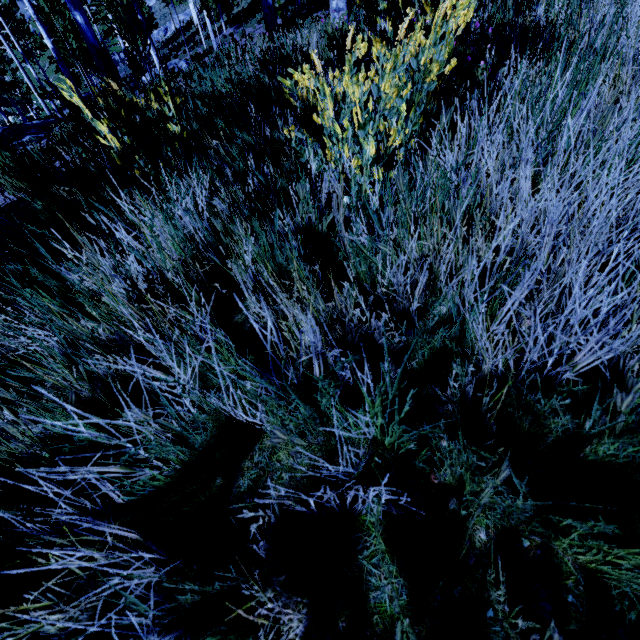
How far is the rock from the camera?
35.4m

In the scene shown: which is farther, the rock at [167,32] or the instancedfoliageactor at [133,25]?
the rock at [167,32]

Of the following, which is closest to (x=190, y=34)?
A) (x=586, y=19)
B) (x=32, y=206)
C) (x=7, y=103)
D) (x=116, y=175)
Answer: (x=7, y=103)

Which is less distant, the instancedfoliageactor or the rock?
the instancedfoliageactor

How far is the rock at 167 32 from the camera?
35.4m
